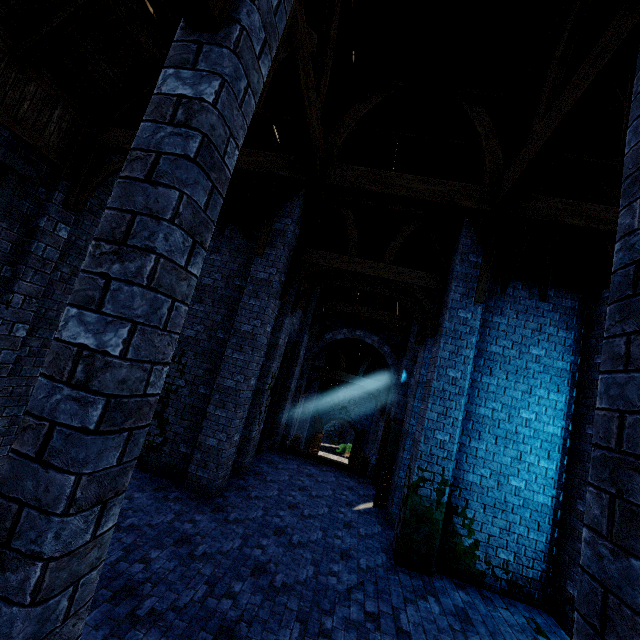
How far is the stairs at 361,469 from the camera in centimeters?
1298cm

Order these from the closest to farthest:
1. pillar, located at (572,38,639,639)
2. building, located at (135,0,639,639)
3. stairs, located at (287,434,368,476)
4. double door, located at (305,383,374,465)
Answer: pillar, located at (572,38,639,639) < building, located at (135,0,639,639) < stairs, located at (287,434,368,476) < double door, located at (305,383,374,465)

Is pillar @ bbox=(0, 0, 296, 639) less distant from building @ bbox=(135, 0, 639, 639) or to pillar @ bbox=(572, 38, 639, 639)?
building @ bbox=(135, 0, 639, 639)

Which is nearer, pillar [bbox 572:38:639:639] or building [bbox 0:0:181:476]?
pillar [bbox 572:38:639:639]

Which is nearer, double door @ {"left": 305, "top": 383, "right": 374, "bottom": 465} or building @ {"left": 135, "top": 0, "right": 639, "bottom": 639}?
building @ {"left": 135, "top": 0, "right": 639, "bottom": 639}

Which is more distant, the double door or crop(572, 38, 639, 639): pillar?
the double door

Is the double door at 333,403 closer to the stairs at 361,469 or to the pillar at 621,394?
the stairs at 361,469

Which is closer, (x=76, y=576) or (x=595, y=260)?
(x=76, y=576)
